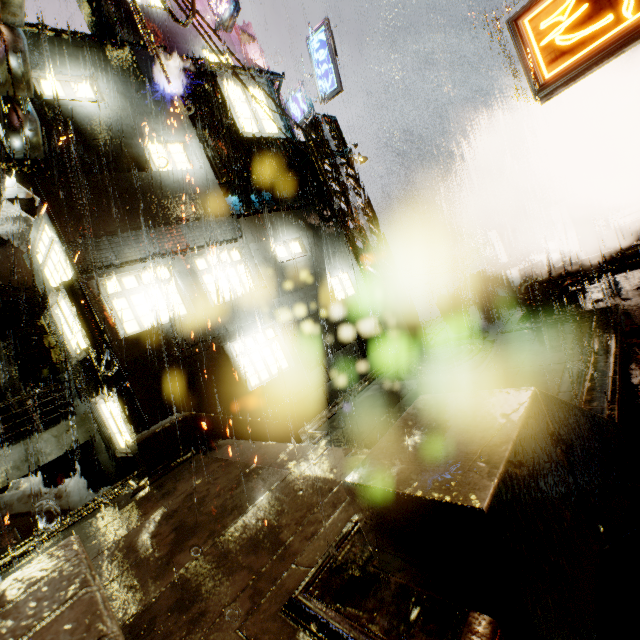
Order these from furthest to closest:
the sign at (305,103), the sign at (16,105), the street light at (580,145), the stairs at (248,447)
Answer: the street light at (580,145) → the sign at (305,103) → the sign at (16,105) → the stairs at (248,447)

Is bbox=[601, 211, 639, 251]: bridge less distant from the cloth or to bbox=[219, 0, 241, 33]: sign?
the cloth

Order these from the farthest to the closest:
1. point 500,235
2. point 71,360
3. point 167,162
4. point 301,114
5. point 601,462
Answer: point 500,235
point 301,114
point 167,162
point 71,360
point 601,462

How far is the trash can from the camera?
14.6m

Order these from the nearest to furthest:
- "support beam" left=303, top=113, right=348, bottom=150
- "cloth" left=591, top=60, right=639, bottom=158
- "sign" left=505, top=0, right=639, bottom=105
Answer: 1. "sign" left=505, top=0, right=639, bottom=105
2. "cloth" left=591, top=60, right=639, bottom=158
3. "support beam" left=303, top=113, right=348, bottom=150

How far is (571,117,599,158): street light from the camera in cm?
2007

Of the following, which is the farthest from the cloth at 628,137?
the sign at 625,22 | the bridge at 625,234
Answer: the sign at 625,22

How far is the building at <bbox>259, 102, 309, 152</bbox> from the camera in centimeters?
1450cm
